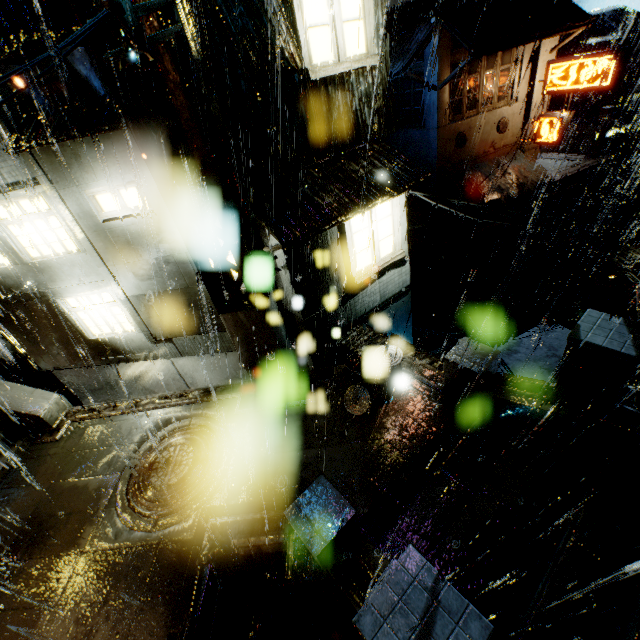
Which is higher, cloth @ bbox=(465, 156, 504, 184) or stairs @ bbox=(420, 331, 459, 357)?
cloth @ bbox=(465, 156, 504, 184)

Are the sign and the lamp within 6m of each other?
no

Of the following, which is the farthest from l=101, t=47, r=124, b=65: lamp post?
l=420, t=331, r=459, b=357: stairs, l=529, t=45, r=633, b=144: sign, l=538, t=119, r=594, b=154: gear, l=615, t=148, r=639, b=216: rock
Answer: l=615, t=148, r=639, b=216: rock

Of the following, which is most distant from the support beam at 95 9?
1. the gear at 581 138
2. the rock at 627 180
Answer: the rock at 627 180

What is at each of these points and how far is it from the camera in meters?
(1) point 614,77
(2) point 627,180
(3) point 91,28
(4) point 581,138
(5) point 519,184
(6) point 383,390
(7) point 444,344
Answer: (1) sign, 16.3 m
(2) rock, 55.7 m
(3) power line, 4.5 m
(4) gear, 33.5 m
(5) cloth, 20.3 m
(6) trash bag, 8.1 m
(7) stairs, 17.8 m

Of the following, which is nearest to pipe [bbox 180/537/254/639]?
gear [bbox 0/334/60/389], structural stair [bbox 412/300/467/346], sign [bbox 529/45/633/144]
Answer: structural stair [bbox 412/300/467/346]

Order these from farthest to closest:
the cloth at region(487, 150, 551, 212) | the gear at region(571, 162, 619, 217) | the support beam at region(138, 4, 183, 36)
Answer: the gear at region(571, 162, 619, 217) → the cloth at region(487, 150, 551, 212) → the support beam at region(138, 4, 183, 36)

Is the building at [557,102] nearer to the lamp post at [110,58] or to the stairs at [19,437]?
the stairs at [19,437]
